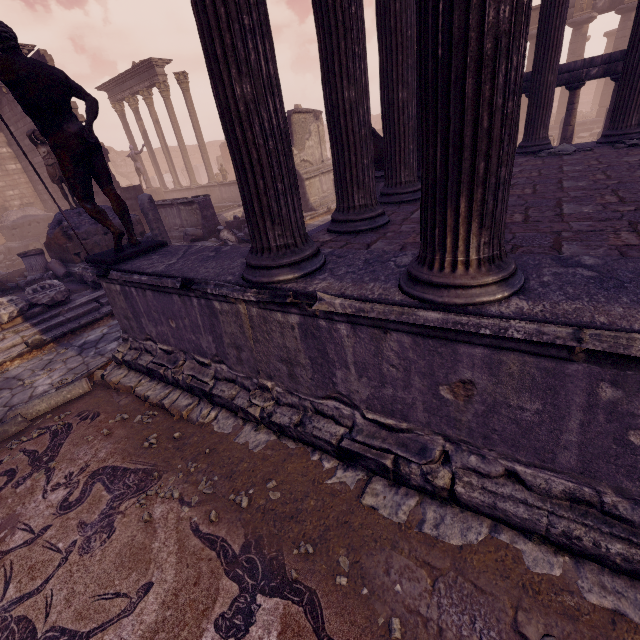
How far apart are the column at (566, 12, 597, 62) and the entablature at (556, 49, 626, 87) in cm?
1543

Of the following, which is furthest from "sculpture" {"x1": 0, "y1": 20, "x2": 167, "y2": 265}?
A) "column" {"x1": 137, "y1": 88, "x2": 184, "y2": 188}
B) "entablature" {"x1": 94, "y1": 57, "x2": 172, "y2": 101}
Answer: "column" {"x1": 137, "y1": 88, "x2": 184, "y2": 188}

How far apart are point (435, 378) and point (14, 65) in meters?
5.0 m

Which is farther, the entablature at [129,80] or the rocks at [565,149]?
the entablature at [129,80]

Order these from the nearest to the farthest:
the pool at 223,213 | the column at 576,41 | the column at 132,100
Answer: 1. the pool at 223,213
2. the column at 576,41
3. the column at 132,100

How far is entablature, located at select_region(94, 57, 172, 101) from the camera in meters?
17.6 m

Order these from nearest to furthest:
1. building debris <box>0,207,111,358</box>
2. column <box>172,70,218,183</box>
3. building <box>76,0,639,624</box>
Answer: Answer:
building <box>76,0,639,624</box>
building debris <box>0,207,111,358</box>
column <box>172,70,218,183</box>

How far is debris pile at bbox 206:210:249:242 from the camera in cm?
1109
